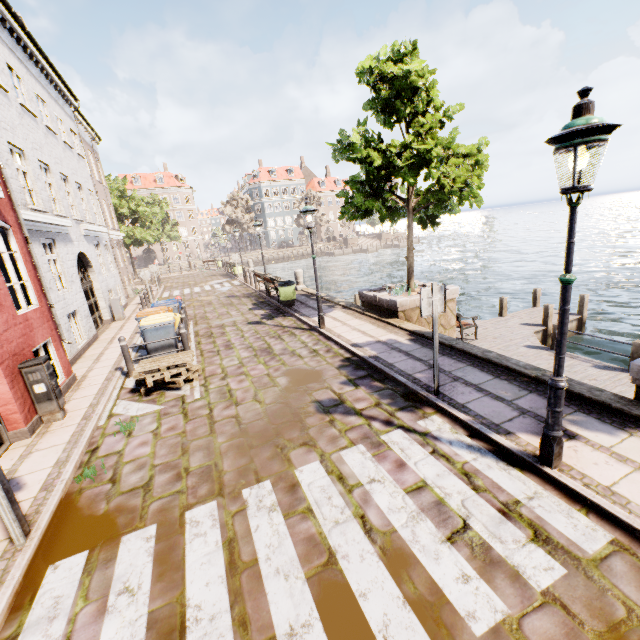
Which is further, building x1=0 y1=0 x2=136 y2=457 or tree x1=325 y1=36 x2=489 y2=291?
tree x1=325 y1=36 x2=489 y2=291

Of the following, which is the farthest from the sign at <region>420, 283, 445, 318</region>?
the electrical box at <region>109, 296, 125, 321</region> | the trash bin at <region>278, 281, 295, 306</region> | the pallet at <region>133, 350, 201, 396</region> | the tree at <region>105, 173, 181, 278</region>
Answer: the tree at <region>105, 173, 181, 278</region>

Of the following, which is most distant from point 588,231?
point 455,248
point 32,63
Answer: point 32,63

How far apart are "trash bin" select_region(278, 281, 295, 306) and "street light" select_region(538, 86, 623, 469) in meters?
10.6

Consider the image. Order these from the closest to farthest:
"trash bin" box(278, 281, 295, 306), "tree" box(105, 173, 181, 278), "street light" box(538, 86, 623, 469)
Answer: "street light" box(538, 86, 623, 469), "trash bin" box(278, 281, 295, 306), "tree" box(105, 173, 181, 278)

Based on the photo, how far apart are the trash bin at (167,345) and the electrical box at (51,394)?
2.3 meters

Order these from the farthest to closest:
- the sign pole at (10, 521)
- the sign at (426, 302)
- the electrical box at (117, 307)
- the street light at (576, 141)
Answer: the electrical box at (117, 307) → the sign at (426, 302) → the sign pole at (10, 521) → the street light at (576, 141)

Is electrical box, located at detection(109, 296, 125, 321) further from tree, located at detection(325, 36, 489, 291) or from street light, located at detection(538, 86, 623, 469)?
street light, located at detection(538, 86, 623, 469)
